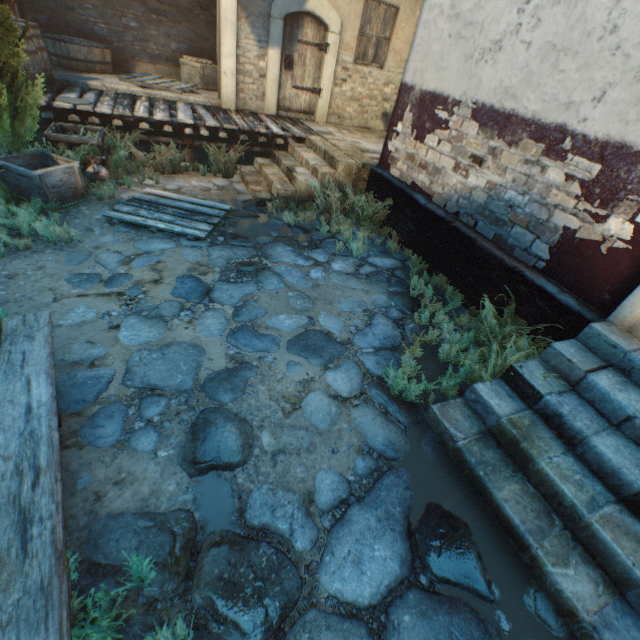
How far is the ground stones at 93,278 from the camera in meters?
3.7

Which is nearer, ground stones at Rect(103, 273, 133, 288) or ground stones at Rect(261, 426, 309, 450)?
ground stones at Rect(261, 426, 309, 450)

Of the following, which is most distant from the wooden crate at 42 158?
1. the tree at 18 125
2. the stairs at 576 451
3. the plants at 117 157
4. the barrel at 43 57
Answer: the stairs at 576 451

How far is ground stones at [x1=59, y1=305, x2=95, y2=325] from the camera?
3.23m

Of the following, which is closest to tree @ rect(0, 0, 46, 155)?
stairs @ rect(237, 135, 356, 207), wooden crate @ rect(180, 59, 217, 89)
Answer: stairs @ rect(237, 135, 356, 207)

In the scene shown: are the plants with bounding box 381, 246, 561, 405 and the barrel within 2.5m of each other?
no

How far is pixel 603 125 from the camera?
3.21m
